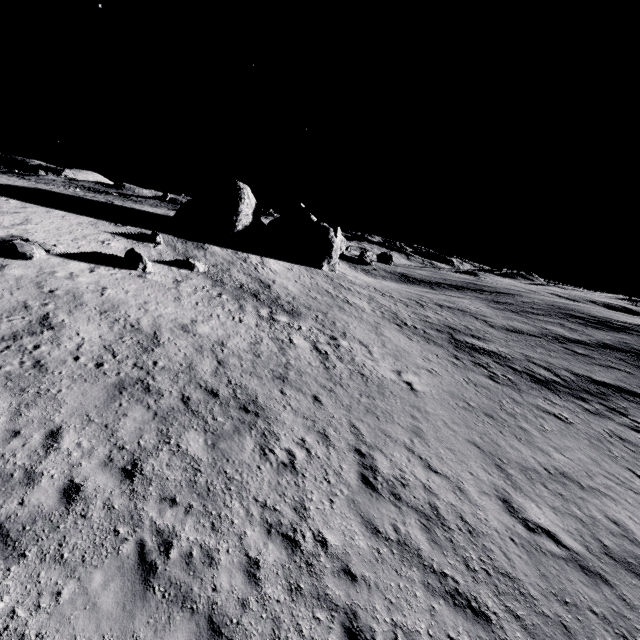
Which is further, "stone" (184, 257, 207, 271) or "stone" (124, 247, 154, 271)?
"stone" (184, 257, 207, 271)

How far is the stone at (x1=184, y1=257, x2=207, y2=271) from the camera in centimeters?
2396cm

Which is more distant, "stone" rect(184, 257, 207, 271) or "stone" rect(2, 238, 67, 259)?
"stone" rect(184, 257, 207, 271)

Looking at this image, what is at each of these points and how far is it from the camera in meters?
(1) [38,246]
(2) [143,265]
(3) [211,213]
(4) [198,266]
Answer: (1) stone, 17.2
(2) stone, 20.2
(3) stone, 32.8
(4) stone, 24.4

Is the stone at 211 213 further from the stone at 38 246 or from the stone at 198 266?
the stone at 38 246

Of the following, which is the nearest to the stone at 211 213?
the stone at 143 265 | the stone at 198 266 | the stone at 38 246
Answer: the stone at 198 266

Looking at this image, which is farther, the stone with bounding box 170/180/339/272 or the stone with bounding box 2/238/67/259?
the stone with bounding box 170/180/339/272

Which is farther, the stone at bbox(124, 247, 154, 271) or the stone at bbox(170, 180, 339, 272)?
the stone at bbox(170, 180, 339, 272)
